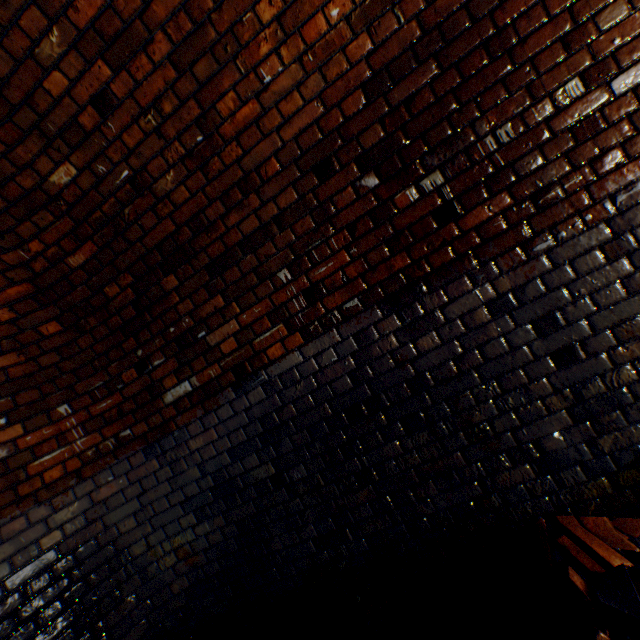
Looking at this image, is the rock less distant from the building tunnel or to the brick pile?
the brick pile

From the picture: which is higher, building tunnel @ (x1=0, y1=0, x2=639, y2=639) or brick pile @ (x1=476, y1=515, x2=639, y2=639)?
building tunnel @ (x1=0, y1=0, x2=639, y2=639)

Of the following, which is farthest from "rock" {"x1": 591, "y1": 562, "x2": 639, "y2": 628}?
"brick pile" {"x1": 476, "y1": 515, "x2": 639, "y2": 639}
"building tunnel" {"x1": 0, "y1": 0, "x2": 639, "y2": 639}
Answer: "building tunnel" {"x1": 0, "y1": 0, "x2": 639, "y2": 639}

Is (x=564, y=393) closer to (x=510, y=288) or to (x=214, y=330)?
(x=510, y=288)

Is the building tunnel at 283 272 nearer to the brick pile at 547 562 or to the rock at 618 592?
the brick pile at 547 562
